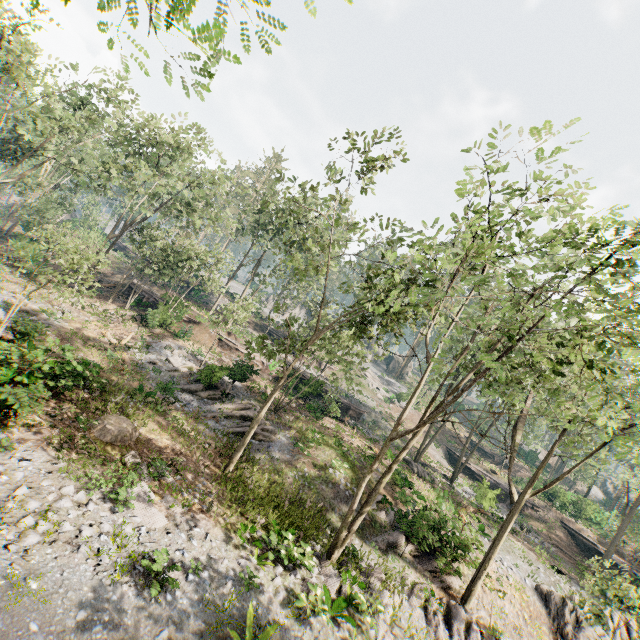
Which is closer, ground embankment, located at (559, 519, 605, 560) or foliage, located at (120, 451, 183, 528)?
foliage, located at (120, 451, 183, 528)

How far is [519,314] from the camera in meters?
10.5

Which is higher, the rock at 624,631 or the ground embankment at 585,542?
the ground embankment at 585,542

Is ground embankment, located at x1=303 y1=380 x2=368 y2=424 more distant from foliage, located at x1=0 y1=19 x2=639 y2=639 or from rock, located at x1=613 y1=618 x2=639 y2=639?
rock, located at x1=613 y1=618 x2=639 y2=639

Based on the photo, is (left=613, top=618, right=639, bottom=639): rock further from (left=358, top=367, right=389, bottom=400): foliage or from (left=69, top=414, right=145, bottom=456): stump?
(left=69, top=414, right=145, bottom=456): stump

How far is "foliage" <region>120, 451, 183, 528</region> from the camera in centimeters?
1095cm

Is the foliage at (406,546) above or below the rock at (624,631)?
below
